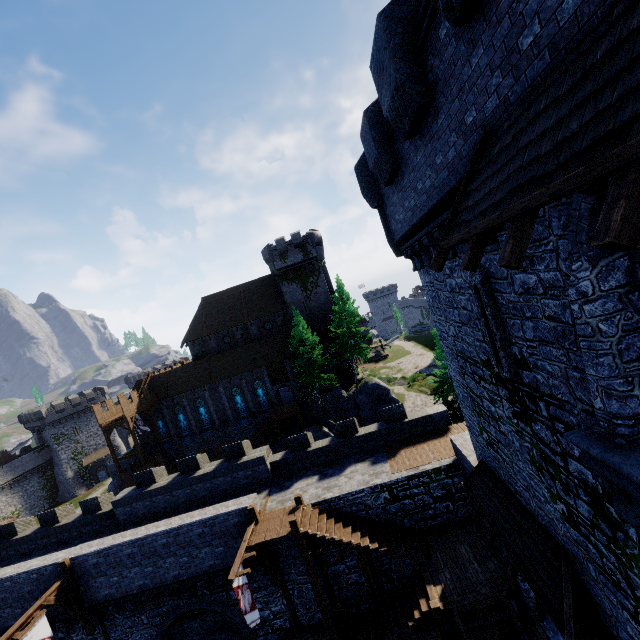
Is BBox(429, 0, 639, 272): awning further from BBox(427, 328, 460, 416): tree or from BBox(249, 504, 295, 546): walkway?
BBox(427, 328, 460, 416): tree

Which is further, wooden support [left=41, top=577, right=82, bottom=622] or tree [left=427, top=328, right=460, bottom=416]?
tree [left=427, top=328, right=460, bottom=416]

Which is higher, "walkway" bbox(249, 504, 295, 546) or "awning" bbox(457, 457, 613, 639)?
"awning" bbox(457, 457, 613, 639)

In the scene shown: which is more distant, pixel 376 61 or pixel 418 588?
pixel 418 588

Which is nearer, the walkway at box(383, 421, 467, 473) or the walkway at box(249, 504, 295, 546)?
the walkway at box(249, 504, 295, 546)

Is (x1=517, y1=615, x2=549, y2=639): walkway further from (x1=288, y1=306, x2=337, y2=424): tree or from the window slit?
(x1=288, y1=306, x2=337, y2=424): tree

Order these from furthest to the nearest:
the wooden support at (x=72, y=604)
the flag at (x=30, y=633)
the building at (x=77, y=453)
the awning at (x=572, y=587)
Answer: the building at (x=77, y=453) < the wooden support at (x=72, y=604) < the flag at (x=30, y=633) < the awning at (x=572, y=587)

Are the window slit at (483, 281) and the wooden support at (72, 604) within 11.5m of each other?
no
